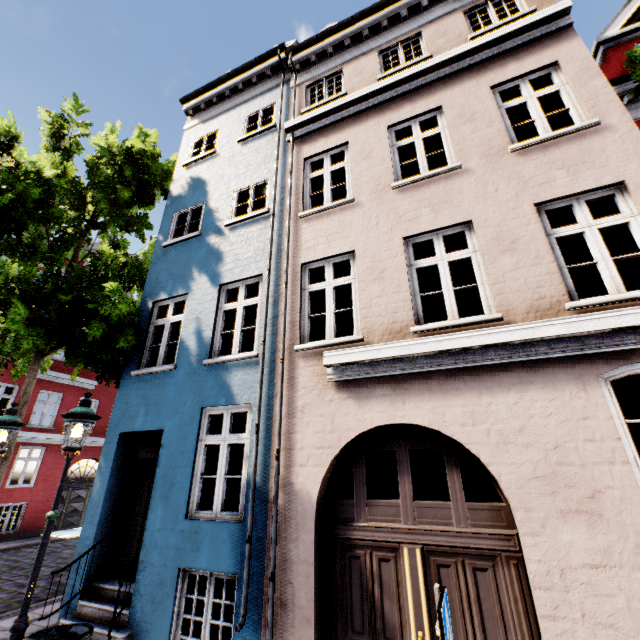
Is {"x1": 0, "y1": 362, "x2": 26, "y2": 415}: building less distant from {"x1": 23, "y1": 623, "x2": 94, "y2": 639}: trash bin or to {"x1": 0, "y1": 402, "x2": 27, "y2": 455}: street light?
{"x1": 23, "y1": 623, "x2": 94, "y2": 639}: trash bin

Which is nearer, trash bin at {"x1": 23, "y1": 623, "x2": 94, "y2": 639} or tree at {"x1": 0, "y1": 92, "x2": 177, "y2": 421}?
trash bin at {"x1": 23, "y1": 623, "x2": 94, "y2": 639}

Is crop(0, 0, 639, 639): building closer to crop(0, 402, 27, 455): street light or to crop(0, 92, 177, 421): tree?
crop(0, 92, 177, 421): tree

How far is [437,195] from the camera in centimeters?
571cm

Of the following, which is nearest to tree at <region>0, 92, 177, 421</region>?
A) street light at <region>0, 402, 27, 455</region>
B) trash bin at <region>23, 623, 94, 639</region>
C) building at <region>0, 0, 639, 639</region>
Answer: building at <region>0, 0, 639, 639</region>

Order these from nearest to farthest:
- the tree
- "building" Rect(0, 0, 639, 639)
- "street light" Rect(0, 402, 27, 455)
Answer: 1. "building" Rect(0, 0, 639, 639)
2. "street light" Rect(0, 402, 27, 455)
3. the tree

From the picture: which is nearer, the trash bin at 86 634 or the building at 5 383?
the trash bin at 86 634

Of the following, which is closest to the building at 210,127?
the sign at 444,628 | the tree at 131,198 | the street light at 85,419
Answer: the tree at 131,198
